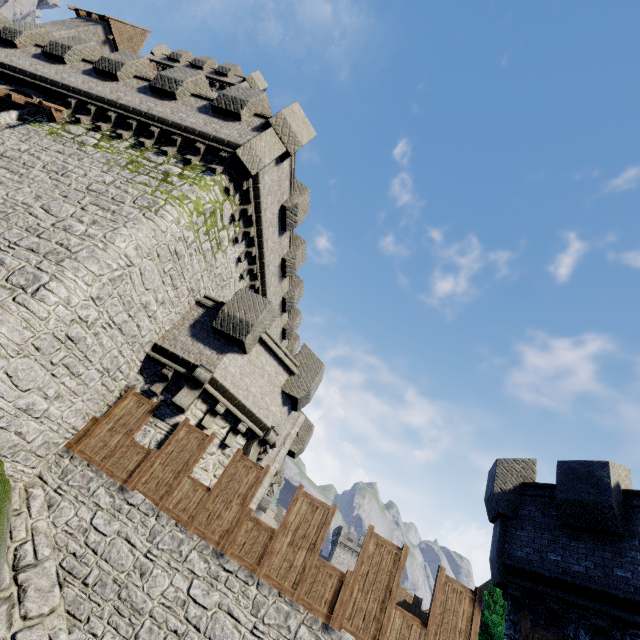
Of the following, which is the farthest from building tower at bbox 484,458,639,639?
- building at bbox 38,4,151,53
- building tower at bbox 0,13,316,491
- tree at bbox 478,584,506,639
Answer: building at bbox 38,4,151,53

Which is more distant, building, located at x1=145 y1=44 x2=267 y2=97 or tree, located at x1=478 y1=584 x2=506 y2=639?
building, located at x1=145 y1=44 x2=267 y2=97

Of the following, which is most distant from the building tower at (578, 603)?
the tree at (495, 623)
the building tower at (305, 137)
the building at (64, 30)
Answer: the building at (64, 30)

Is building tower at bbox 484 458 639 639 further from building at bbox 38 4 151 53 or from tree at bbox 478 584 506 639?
building at bbox 38 4 151 53

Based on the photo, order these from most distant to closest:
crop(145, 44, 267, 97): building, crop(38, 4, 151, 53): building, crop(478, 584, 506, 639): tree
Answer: crop(145, 44, 267, 97): building
crop(38, 4, 151, 53): building
crop(478, 584, 506, 639): tree

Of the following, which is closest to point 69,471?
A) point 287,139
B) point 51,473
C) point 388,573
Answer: point 51,473

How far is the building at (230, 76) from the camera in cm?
2634

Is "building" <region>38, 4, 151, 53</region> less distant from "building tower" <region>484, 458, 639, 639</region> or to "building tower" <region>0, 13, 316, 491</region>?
"building tower" <region>0, 13, 316, 491</region>
